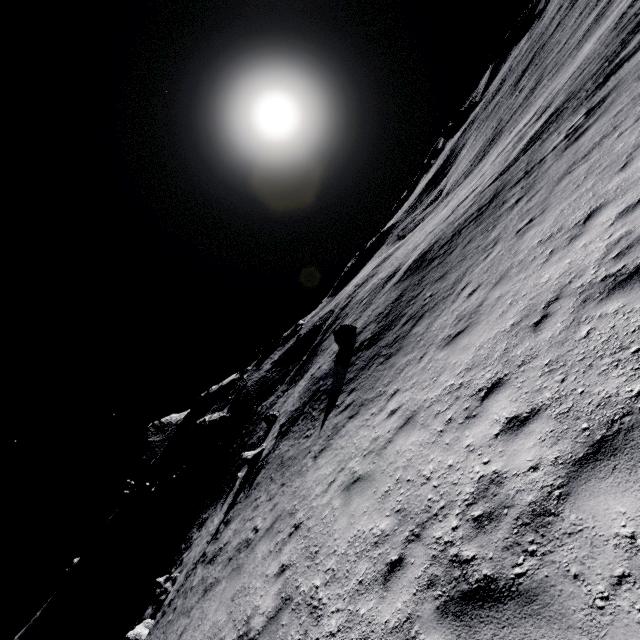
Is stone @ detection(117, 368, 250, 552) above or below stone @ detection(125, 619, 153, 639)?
above

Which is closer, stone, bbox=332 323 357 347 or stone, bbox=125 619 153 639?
stone, bbox=125 619 153 639

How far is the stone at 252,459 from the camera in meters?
20.3

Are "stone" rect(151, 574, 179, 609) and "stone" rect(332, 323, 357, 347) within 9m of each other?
no

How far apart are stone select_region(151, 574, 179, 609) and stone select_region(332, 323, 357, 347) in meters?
16.8

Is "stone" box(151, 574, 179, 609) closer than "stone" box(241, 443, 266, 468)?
Yes

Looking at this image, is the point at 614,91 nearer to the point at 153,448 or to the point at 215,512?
the point at 215,512

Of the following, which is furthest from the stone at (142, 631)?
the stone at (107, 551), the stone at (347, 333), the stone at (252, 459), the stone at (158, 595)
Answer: the stone at (107, 551)
